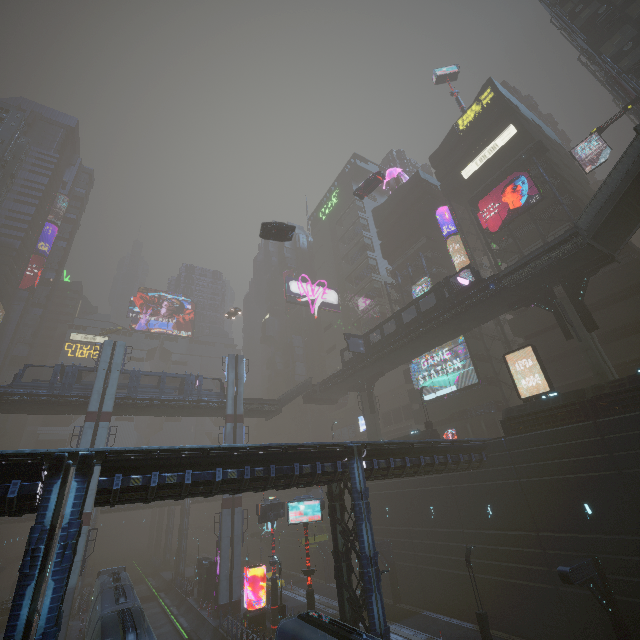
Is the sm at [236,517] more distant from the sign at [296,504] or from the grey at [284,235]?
the grey at [284,235]

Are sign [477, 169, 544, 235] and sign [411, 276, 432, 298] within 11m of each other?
yes

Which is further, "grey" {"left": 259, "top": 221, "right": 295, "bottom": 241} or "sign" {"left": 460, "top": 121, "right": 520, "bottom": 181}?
"sign" {"left": 460, "top": 121, "right": 520, "bottom": 181}

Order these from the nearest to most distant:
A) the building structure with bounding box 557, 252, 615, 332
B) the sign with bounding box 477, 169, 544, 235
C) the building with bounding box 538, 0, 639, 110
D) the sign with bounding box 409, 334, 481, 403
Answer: the building structure with bounding box 557, 252, 615, 332 → the building with bounding box 538, 0, 639, 110 → the sign with bounding box 477, 169, 544, 235 → the sign with bounding box 409, 334, 481, 403

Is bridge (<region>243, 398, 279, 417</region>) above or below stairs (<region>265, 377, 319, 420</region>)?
below

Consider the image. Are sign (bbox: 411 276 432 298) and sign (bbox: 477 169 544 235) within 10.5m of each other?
yes

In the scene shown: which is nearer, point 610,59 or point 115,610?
point 115,610

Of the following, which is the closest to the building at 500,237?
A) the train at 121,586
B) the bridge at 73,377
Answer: the train at 121,586
